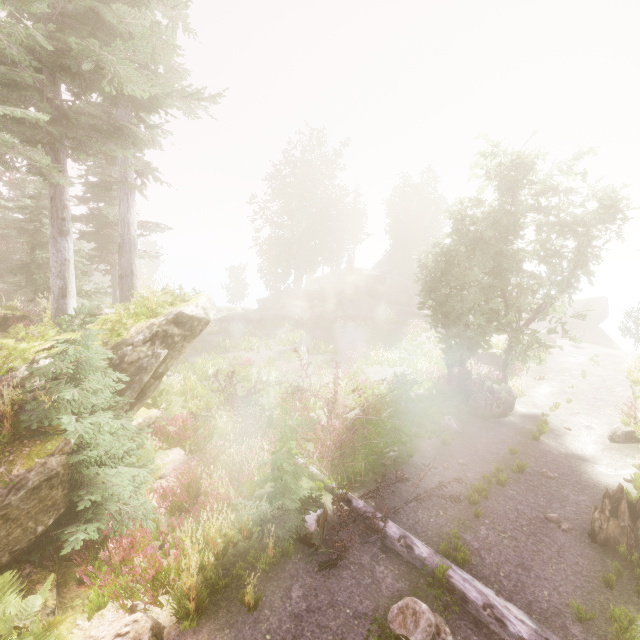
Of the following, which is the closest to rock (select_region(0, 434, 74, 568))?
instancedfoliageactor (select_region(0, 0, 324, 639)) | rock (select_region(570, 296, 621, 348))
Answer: instancedfoliageactor (select_region(0, 0, 324, 639))

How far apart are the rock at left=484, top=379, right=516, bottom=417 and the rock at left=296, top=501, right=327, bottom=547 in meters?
10.8

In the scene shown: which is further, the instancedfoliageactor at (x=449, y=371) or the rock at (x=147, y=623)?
the instancedfoliageactor at (x=449, y=371)

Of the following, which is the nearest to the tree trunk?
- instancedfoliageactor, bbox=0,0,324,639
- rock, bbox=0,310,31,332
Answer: instancedfoliageactor, bbox=0,0,324,639

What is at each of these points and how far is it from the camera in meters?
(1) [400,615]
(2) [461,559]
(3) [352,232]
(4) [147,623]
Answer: (1) instancedfoliageactor, 5.6
(2) instancedfoliageactor, 6.6
(3) instancedfoliageactor, 45.9
(4) rock, 5.2

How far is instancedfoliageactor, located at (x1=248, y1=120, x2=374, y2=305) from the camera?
40.72m

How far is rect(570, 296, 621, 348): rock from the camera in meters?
43.1

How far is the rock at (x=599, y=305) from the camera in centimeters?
4312cm
